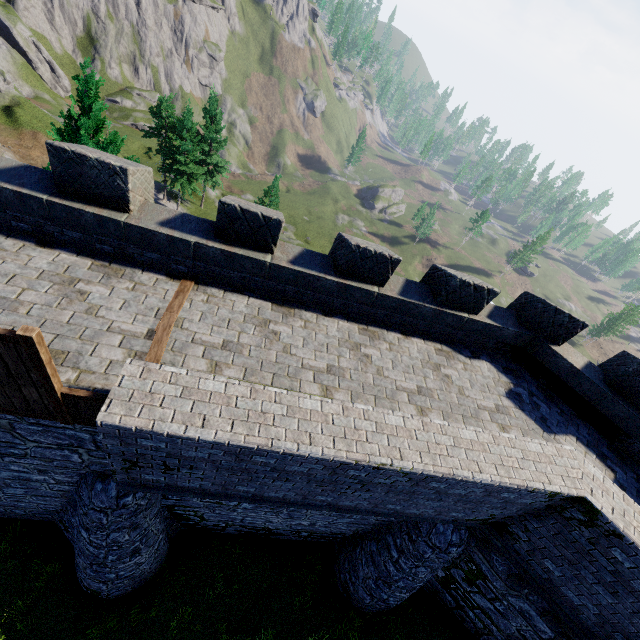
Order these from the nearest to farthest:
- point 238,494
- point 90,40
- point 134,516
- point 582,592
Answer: point 238,494
point 582,592
point 134,516
point 90,40

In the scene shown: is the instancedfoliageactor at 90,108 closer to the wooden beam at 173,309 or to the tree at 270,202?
the wooden beam at 173,309

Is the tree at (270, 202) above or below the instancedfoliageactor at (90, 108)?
below

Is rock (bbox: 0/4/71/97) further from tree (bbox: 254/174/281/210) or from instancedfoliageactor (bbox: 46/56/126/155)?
instancedfoliageactor (bbox: 46/56/126/155)

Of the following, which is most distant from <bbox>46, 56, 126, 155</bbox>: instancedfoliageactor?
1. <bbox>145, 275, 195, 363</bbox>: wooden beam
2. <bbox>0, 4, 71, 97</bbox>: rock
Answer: <bbox>0, 4, 71, 97</bbox>: rock

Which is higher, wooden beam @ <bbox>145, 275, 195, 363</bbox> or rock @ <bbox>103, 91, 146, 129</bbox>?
wooden beam @ <bbox>145, 275, 195, 363</bbox>

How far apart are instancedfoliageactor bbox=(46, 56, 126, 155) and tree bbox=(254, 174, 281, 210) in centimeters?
2950cm

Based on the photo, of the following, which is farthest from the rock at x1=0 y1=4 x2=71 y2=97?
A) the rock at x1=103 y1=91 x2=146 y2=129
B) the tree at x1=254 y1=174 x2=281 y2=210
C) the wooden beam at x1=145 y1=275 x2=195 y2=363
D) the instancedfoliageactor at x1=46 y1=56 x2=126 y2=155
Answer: the wooden beam at x1=145 y1=275 x2=195 y2=363
